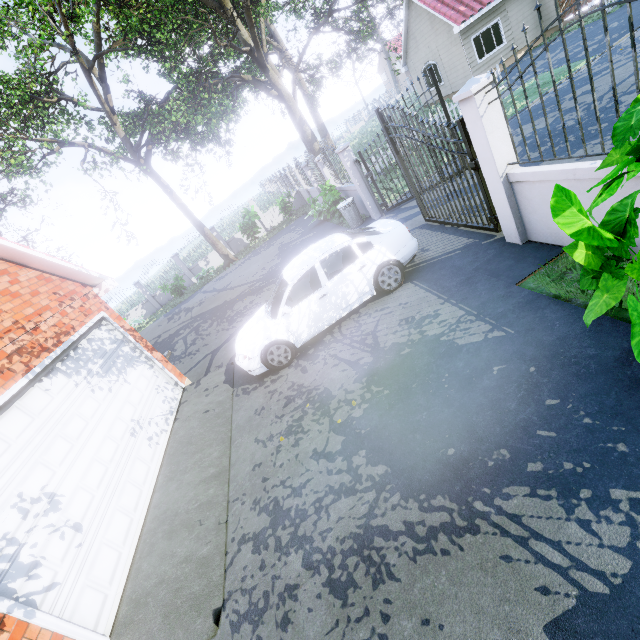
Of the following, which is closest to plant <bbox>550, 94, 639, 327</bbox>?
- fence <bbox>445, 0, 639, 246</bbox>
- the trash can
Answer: fence <bbox>445, 0, 639, 246</bbox>

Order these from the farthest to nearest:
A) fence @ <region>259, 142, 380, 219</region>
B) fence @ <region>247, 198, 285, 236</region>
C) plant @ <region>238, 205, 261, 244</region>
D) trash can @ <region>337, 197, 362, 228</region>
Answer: fence @ <region>247, 198, 285, 236</region> → plant @ <region>238, 205, 261, 244</region> → trash can @ <region>337, 197, 362, 228</region> → fence @ <region>259, 142, 380, 219</region>

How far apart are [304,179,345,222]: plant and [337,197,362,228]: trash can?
1.27m

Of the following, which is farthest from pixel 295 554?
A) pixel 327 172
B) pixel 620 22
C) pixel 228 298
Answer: pixel 620 22

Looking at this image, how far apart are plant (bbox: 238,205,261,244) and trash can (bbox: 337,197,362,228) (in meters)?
9.54

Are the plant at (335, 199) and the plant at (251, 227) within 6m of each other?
no

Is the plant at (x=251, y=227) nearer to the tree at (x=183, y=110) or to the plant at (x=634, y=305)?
the tree at (x=183, y=110)

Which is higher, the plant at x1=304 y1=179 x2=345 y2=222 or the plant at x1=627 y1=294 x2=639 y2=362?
the plant at x1=627 y1=294 x2=639 y2=362
